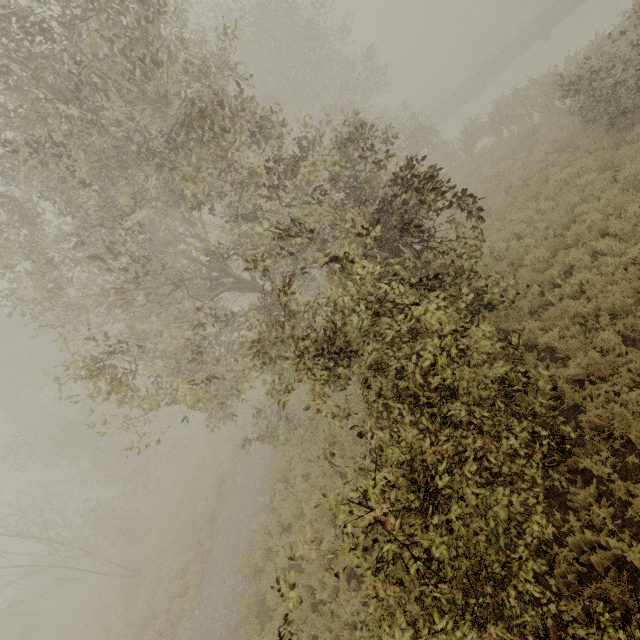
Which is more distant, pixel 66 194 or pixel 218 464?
pixel 218 464
